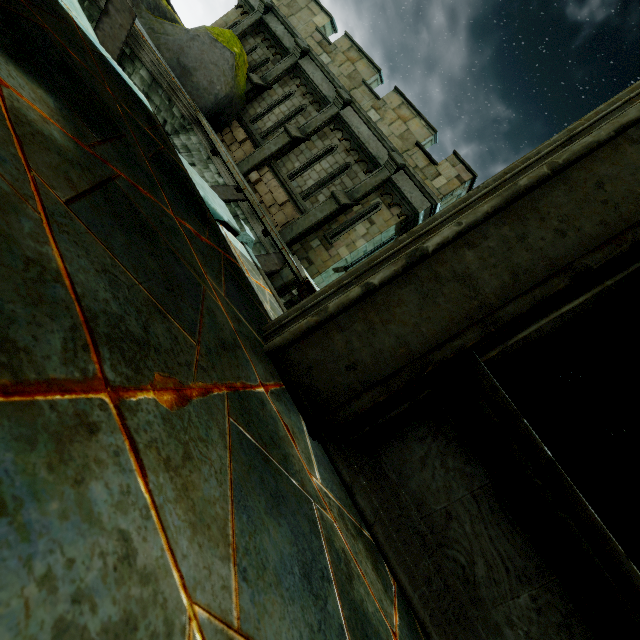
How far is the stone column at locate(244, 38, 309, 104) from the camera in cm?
1288

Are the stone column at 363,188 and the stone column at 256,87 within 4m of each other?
no

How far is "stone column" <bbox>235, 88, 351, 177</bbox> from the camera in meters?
12.1

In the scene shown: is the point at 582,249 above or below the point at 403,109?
below

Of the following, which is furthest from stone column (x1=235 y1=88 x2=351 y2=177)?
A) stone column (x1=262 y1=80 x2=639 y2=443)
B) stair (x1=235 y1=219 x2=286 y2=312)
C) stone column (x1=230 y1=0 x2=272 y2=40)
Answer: stone column (x1=262 y1=80 x2=639 y2=443)

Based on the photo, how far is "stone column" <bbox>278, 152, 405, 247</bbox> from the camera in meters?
11.1 m

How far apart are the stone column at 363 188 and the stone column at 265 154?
2.8 meters

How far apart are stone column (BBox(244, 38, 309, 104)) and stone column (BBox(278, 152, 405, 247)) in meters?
6.1
